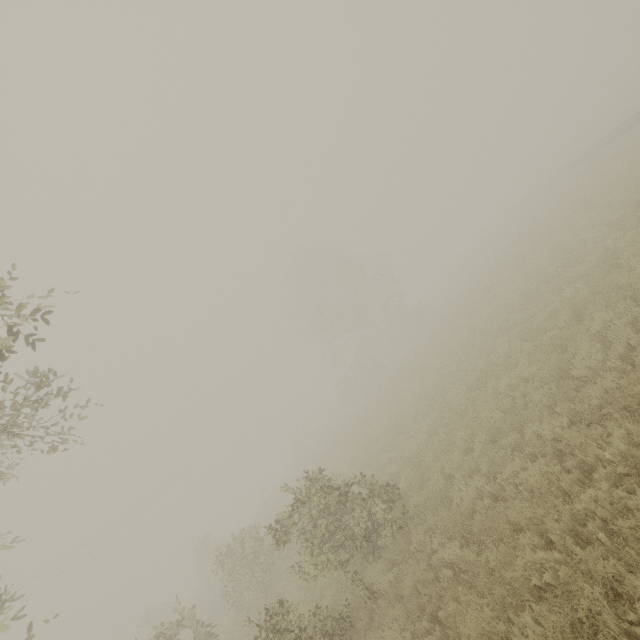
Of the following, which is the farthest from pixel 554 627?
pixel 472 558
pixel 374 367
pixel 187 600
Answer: pixel 187 600
